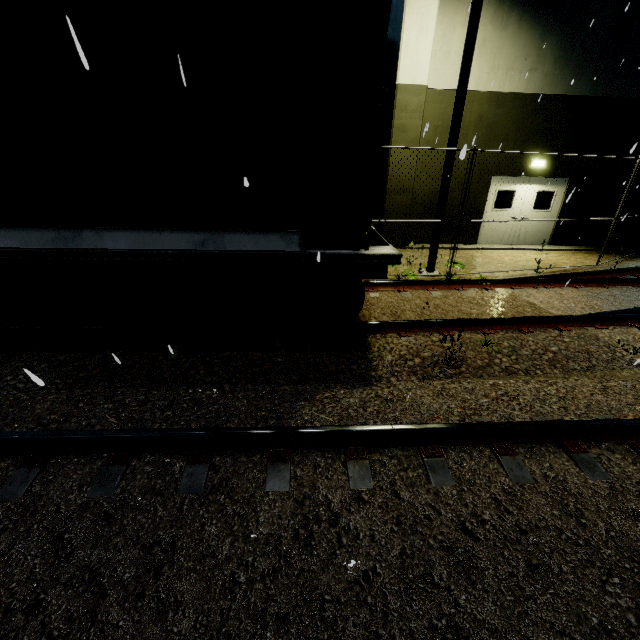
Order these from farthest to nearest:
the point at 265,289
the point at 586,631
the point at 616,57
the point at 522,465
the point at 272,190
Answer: the point at 616,57 → the point at 265,289 → the point at 272,190 → the point at 522,465 → the point at 586,631

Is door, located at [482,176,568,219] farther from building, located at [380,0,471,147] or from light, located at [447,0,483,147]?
light, located at [447,0,483,147]

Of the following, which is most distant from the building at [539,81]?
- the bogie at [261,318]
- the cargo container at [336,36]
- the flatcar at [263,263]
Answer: the flatcar at [263,263]

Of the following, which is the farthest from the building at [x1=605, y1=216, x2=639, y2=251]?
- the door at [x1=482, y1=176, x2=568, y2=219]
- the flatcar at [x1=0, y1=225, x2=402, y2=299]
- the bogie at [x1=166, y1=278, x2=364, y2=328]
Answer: the flatcar at [x1=0, y1=225, x2=402, y2=299]

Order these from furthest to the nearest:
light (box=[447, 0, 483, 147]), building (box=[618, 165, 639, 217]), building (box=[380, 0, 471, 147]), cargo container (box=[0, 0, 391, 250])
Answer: building (box=[618, 165, 639, 217])
building (box=[380, 0, 471, 147])
light (box=[447, 0, 483, 147])
cargo container (box=[0, 0, 391, 250])

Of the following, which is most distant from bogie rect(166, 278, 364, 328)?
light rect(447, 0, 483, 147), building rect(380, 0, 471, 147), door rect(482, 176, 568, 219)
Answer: light rect(447, 0, 483, 147)

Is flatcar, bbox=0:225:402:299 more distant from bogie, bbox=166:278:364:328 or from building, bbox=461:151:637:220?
building, bbox=461:151:637:220

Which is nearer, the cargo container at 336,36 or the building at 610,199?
the cargo container at 336,36
